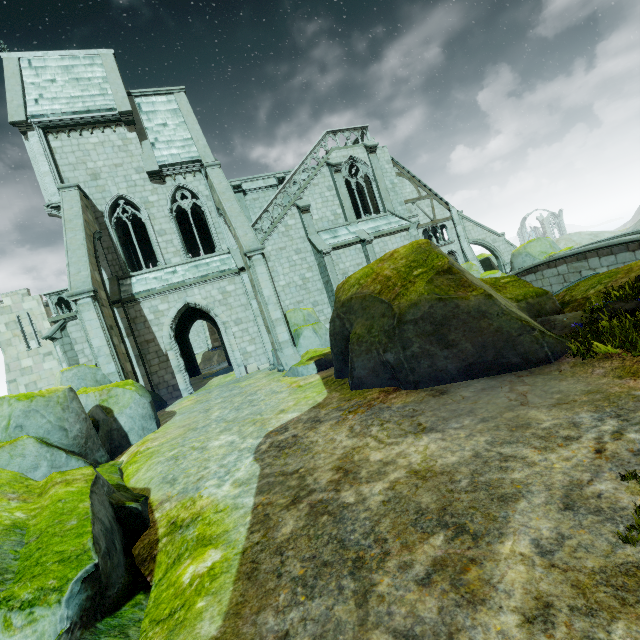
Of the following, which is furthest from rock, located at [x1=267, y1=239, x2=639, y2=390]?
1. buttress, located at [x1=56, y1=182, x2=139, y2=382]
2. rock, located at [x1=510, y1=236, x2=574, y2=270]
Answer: buttress, located at [x1=56, y1=182, x2=139, y2=382]

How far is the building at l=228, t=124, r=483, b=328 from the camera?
20.77m

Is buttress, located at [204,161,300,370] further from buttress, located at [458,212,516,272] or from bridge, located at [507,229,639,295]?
buttress, located at [458,212,516,272]

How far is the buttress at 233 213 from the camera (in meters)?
14.64

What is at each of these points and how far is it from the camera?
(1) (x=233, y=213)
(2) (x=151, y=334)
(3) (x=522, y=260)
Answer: (1) buttress, 15.9 meters
(2) building, 16.9 meters
(3) rock, 25.0 meters

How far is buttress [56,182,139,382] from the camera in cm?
1241

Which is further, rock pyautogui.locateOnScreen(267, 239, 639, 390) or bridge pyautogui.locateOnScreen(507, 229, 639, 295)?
bridge pyautogui.locateOnScreen(507, 229, 639, 295)

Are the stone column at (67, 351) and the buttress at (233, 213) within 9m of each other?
no
